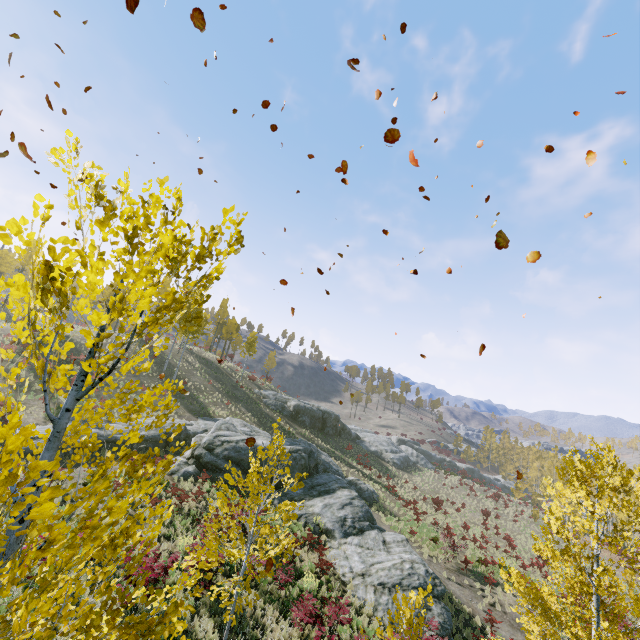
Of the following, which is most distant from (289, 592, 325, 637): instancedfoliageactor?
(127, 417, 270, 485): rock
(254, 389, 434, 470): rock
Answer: (254, 389, 434, 470): rock

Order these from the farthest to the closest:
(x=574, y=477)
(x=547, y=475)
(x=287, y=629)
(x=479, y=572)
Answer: (x=547, y=475), (x=479, y=572), (x=287, y=629), (x=574, y=477)

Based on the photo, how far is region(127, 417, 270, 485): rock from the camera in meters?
20.5

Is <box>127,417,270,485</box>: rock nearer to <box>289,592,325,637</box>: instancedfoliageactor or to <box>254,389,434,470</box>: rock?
<box>289,592,325,637</box>: instancedfoliageactor

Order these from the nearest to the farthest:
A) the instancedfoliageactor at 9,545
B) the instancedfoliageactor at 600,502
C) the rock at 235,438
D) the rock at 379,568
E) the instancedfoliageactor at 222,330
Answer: the instancedfoliageactor at 9,545, the instancedfoliageactor at 600,502, the rock at 379,568, the rock at 235,438, the instancedfoliageactor at 222,330

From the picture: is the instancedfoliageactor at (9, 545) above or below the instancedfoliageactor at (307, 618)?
above

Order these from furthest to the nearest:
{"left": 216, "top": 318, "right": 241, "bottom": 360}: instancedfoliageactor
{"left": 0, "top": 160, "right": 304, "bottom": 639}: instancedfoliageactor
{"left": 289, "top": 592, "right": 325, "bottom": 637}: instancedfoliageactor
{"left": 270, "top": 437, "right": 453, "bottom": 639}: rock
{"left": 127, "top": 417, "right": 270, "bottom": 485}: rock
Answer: {"left": 216, "top": 318, "right": 241, "bottom": 360}: instancedfoliageactor, {"left": 127, "top": 417, "right": 270, "bottom": 485}: rock, {"left": 270, "top": 437, "right": 453, "bottom": 639}: rock, {"left": 289, "top": 592, "right": 325, "bottom": 637}: instancedfoliageactor, {"left": 0, "top": 160, "right": 304, "bottom": 639}: instancedfoliageactor

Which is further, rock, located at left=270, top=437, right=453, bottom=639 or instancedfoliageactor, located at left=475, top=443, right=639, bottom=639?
rock, located at left=270, top=437, right=453, bottom=639
